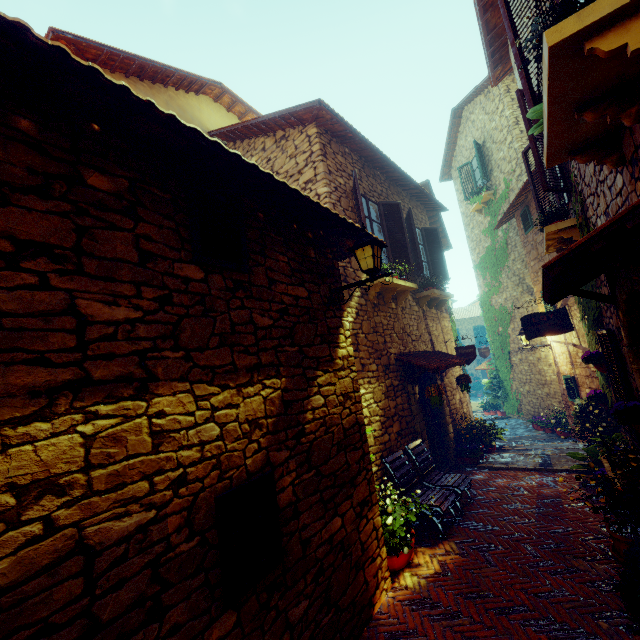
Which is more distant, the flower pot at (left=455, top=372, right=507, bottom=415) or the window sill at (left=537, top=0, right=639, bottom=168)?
the flower pot at (left=455, top=372, right=507, bottom=415)

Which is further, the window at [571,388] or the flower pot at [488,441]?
the window at [571,388]

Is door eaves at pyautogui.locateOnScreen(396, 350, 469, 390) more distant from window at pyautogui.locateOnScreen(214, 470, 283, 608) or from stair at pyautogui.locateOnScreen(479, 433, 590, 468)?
window at pyautogui.locateOnScreen(214, 470, 283, 608)

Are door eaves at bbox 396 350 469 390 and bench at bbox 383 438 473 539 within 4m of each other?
yes

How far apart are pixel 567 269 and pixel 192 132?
2.93m

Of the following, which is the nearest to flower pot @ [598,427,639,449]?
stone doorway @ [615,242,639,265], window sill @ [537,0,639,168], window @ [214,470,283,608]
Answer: stone doorway @ [615,242,639,265]

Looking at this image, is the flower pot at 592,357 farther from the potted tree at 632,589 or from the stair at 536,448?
the potted tree at 632,589

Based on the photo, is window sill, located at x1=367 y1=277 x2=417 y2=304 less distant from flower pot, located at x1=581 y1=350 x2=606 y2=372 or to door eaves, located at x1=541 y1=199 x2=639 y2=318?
door eaves, located at x1=541 y1=199 x2=639 y2=318
